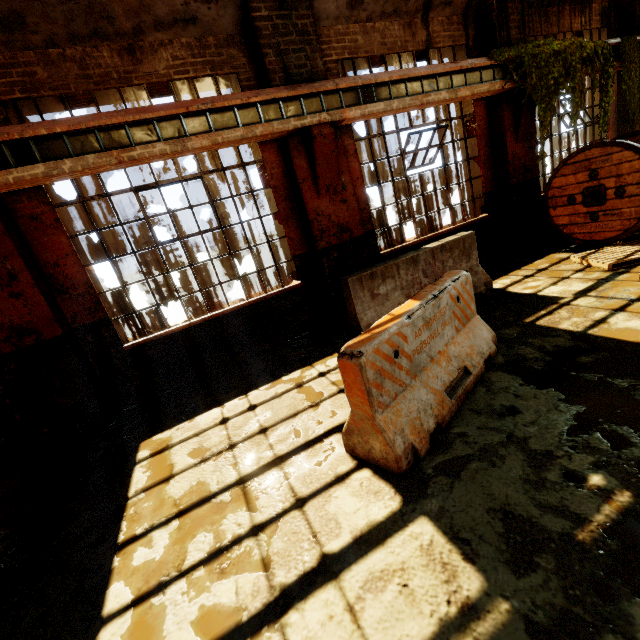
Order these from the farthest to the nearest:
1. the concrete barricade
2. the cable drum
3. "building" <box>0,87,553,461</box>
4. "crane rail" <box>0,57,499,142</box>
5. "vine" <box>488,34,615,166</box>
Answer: "vine" <box>488,34,615,166</box>
the cable drum
"building" <box>0,87,553,461</box>
"crane rail" <box>0,57,499,142</box>
the concrete barricade

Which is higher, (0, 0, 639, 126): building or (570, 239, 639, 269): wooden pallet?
(0, 0, 639, 126): building

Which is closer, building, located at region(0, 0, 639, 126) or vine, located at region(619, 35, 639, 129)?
building, located at region(0, 0, 639, 126)

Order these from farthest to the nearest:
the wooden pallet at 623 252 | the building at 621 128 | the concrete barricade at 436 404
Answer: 1. the building at 621 128
2. the wooden pallet at 623 252
3. the concrete barricade at 436 404

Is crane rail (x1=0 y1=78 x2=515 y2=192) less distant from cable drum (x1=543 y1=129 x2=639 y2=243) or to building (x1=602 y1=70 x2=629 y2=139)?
building (x1=602 y1=70 x2=629 y2=139)

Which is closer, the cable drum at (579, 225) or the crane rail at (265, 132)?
the crane rail at (265, 132)

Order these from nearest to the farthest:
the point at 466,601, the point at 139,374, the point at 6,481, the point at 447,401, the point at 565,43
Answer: the point at 466,601 < the point at 447,401 < the point at 6,481 < the point at 139,374 < the point at 565,43

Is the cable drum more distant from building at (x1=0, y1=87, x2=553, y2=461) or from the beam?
the beam
